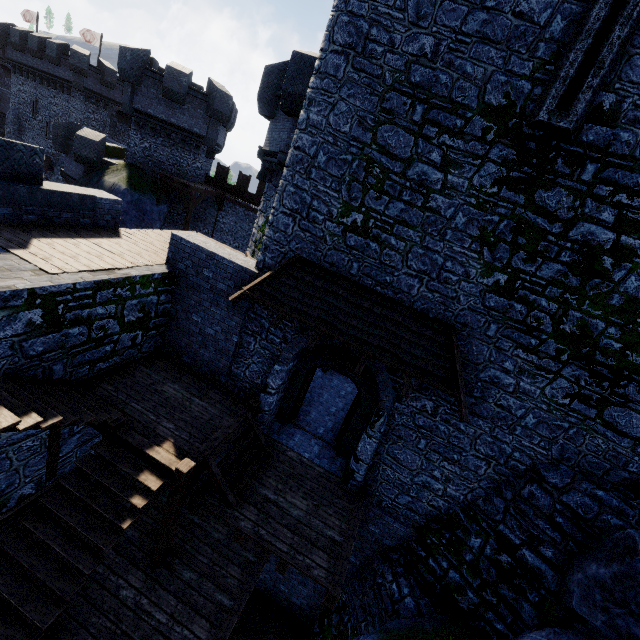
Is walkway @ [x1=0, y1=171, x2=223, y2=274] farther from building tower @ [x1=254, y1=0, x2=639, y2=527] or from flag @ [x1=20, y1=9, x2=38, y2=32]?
flag @ [x1=20, y1=9, x2=38, y2=32]

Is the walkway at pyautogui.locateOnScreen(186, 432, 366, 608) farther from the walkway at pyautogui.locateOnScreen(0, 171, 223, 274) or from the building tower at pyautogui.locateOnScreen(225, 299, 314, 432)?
the walkway at pyautogui.locateOnScreen(0, 171, 223, 274)

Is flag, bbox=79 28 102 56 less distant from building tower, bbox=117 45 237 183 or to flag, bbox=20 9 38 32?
flag, bbox=20 9 38 32

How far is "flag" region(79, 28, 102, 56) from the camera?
39.8m

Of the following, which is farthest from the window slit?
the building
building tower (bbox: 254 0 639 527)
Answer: the building

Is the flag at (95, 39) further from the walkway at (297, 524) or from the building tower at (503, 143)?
the walkway at (297, 524)

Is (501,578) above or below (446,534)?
above

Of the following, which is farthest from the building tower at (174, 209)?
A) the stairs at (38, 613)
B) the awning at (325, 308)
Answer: the awning at (325, 308)
